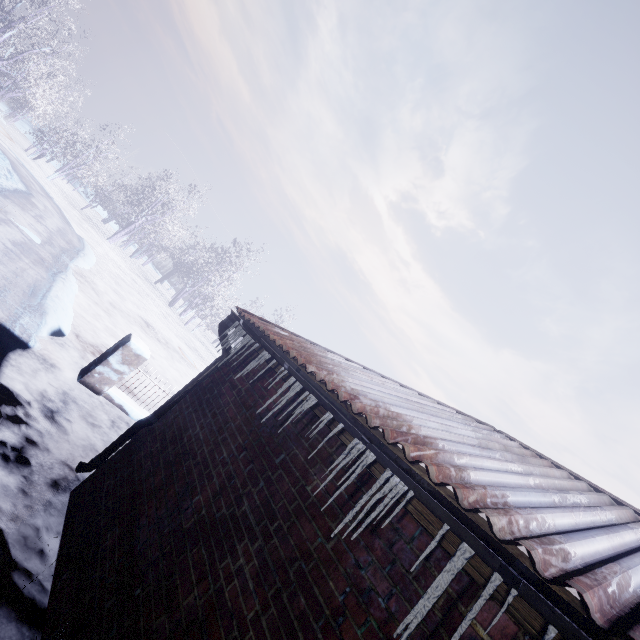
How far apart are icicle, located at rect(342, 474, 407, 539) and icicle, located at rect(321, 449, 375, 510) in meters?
0.1 m

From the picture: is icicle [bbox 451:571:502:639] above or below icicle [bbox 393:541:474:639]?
above

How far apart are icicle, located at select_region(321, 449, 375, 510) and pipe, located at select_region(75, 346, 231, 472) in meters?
2.2

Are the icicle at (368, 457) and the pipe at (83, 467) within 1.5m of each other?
no

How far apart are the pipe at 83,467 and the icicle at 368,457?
2.2 meters

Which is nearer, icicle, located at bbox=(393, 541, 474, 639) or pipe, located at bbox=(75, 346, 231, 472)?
icicle, located at bbox=(393, 541, 474, 639)

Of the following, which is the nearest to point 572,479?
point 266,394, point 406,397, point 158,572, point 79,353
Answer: point 406,397

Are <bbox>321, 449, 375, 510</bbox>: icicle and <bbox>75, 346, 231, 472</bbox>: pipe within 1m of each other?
no
